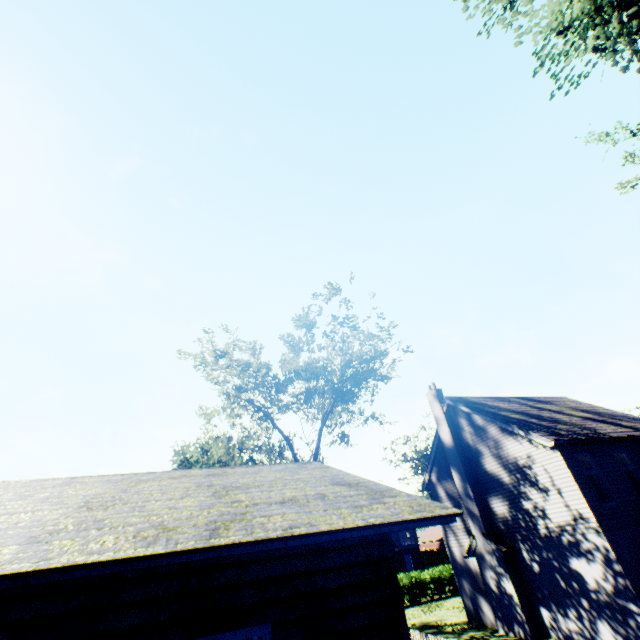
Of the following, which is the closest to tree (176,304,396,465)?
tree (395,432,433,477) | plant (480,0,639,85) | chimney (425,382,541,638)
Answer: tree (395,432,433,477)

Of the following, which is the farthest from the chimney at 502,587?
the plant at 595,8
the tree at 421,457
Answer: the tree at 421,457

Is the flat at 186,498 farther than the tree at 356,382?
No

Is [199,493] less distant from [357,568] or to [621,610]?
[357,568]

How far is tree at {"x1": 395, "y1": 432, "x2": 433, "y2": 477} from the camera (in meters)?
49.97

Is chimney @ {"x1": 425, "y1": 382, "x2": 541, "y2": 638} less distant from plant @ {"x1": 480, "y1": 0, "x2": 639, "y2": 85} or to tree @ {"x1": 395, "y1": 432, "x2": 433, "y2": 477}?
plant @ {"x1": 480, "y1": 0, "x2": 639, "y2": 85}

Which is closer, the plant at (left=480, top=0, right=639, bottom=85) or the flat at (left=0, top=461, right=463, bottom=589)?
the flat at (left=0, top=461, right=463, bottom=589)

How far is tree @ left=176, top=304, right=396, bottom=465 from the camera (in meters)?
23.06
